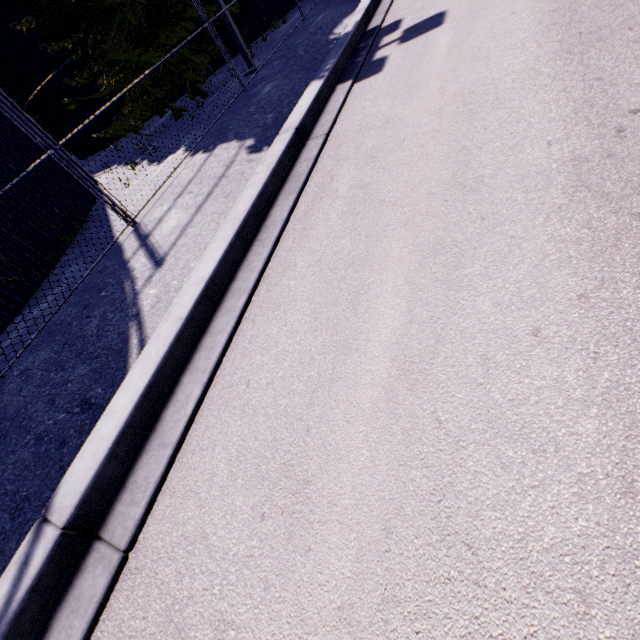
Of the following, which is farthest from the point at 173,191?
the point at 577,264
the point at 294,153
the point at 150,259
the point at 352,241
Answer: the point at 577,264
